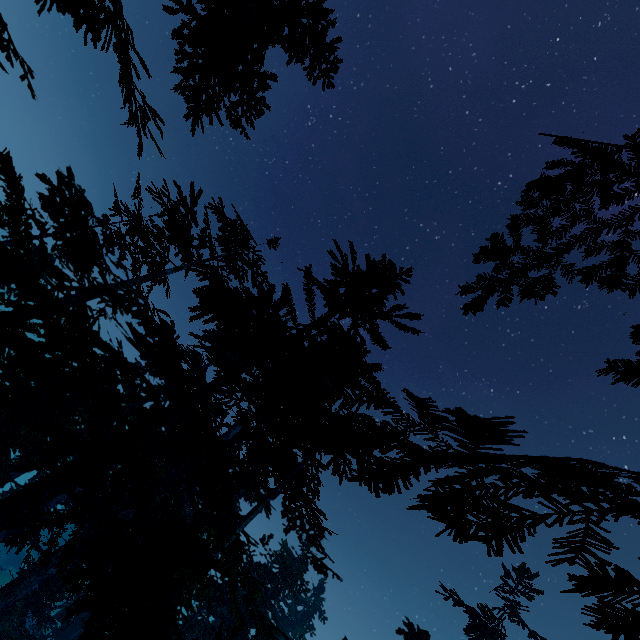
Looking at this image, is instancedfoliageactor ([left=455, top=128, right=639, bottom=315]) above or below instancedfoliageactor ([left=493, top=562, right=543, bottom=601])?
below

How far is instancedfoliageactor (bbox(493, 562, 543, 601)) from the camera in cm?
1759

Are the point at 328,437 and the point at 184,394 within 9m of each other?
yes

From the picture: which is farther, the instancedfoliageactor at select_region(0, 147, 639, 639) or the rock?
the rock

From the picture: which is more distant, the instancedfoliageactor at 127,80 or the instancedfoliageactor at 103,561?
the instancedfoliageactor at 127,80

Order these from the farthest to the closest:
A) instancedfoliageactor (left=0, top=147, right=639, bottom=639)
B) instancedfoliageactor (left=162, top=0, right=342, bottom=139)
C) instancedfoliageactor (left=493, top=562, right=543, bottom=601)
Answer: instancedfoliageactor (left=493, top=562, right=543, bottom=601) < instancedfoliageactor (left=162, top=0, right=342, bottom=139) < instancedfoliageactor (left=0, top=147, right=639, bottom=639)

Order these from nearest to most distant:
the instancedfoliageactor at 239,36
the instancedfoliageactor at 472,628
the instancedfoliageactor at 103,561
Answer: the instancedfoliageactor at 103,561 < the instancedfoliageactor at 239,36 < the instancedfoliageactor at 472,628
